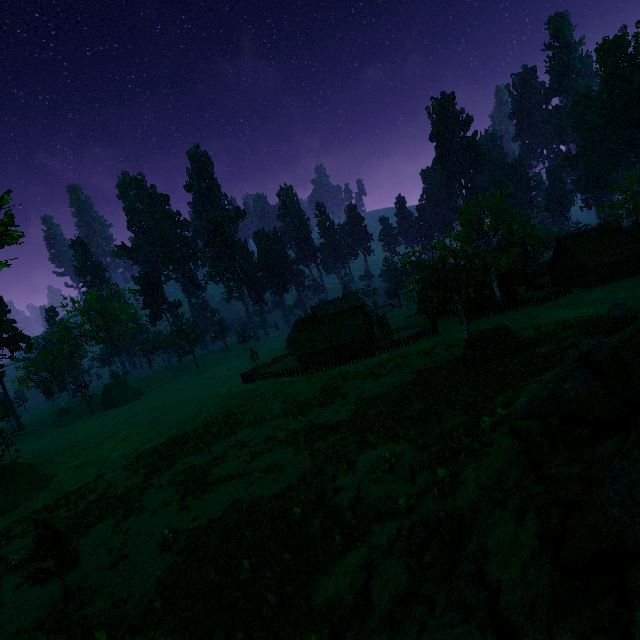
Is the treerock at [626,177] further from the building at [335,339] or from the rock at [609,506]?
the rock at [609,506]

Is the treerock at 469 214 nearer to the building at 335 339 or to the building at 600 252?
the building at 335 339

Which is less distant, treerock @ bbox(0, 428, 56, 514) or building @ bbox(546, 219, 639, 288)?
treerock @ bbox(0, 428, 56, 514)

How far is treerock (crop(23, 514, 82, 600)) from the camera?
12.7 meters

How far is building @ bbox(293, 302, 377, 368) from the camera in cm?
5062

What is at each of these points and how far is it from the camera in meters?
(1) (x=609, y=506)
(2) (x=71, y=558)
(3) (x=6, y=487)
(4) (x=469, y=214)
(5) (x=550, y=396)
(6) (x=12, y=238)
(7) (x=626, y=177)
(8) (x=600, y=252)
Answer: (1) rock, 4.2
(2) treerock, 13.2
(3) treerock, 30.3
(4) treerock, 40.8
(5) rock, 7.1
(6) treerock, 6.5
(7) treerock, 43.5
(8) building, 45.2

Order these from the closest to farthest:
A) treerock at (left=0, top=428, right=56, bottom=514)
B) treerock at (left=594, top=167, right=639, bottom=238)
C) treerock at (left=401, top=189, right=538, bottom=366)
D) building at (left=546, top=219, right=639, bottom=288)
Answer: treerock at (left=401, top=189, right=538, bottom=366) < treerock at (left=0, top=428, right=56, bottom=514) < treerock at (left=594, top=167, right=639, bottom=238) < building at (left=546, top=219, right=639, bottom=288)
